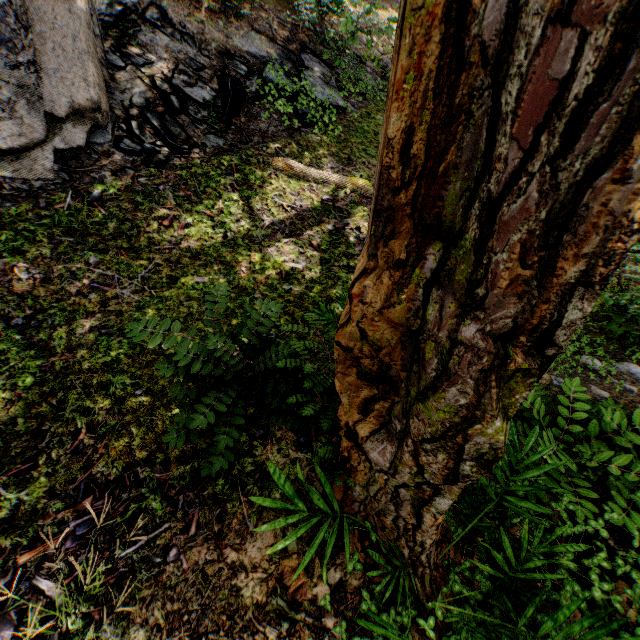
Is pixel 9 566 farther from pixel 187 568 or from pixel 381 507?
pixel 381 507

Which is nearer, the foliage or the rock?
the foliage

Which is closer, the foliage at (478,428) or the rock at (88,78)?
the foliage at (478,428)
